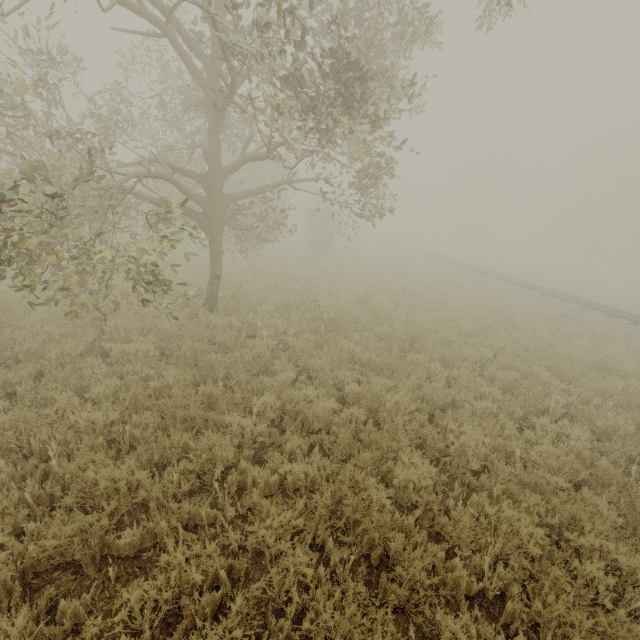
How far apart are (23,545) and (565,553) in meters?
6.2
